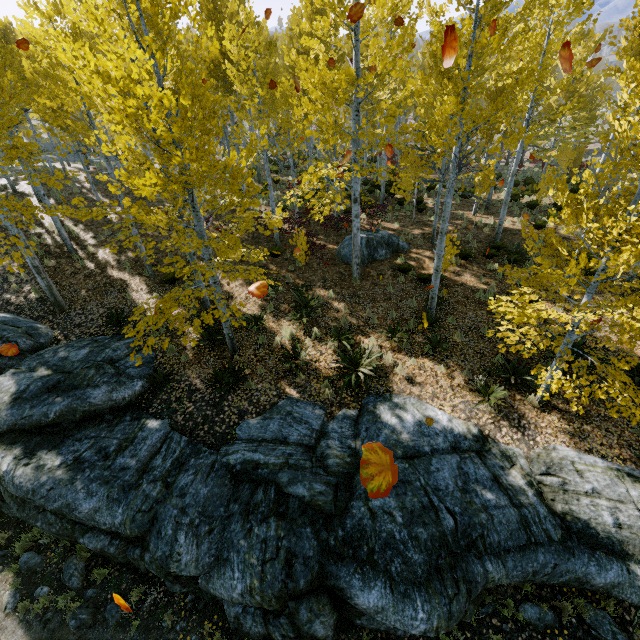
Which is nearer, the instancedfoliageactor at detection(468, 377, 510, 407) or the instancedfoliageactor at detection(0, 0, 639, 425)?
the instancedfoliageactor at detection(0, 0, 639, 425)

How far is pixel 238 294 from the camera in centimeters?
1216cm

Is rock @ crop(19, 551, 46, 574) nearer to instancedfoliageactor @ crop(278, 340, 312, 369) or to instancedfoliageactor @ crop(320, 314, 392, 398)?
instancedfoliageactor @ crop(320, 314, 392, 398)

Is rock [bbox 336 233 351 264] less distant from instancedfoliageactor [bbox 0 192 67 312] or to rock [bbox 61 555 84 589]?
instancedfoliageactor [bbox 0 192 67 312]

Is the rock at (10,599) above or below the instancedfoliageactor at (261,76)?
below

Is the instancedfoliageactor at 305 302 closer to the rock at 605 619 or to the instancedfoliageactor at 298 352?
the rock at 605 619

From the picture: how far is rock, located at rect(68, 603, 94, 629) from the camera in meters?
6.4

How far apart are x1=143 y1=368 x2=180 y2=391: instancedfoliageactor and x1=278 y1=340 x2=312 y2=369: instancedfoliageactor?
3.5 meters
